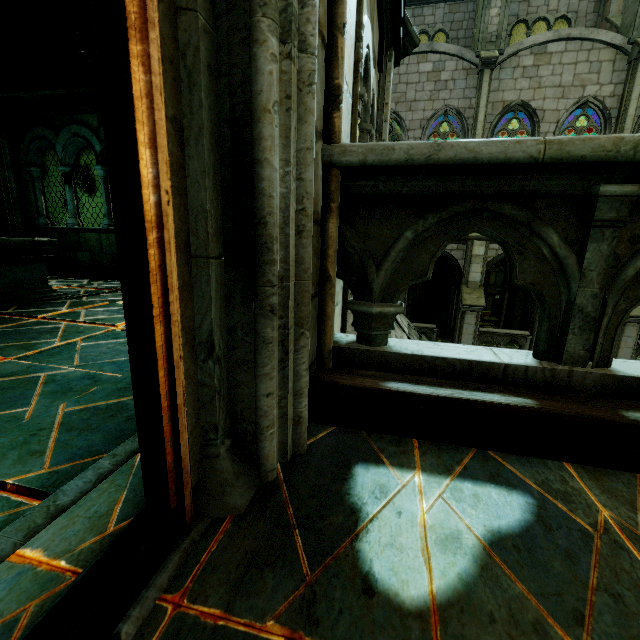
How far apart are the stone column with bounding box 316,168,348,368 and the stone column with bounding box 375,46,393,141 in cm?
342

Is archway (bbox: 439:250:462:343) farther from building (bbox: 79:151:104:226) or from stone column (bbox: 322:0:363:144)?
stone column (bbox: 322:0:363:144)

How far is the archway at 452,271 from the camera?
14.5 meters

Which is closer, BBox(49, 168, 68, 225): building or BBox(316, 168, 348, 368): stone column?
BBox(316, 168, 348, 368): stone column

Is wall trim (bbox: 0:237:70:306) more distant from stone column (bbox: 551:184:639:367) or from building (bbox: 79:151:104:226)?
building (bbox: 79:151:104:226)

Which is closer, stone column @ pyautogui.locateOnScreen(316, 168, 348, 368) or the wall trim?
stone column @ pyautogui.locateOnScreen(316, 168, 348, 368)

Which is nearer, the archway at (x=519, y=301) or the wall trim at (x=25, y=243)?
the wall trim at (x=25, y=243)

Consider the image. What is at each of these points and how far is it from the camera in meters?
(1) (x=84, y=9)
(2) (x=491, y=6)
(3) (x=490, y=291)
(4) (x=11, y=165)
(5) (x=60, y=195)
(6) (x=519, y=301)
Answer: (1) rafter, 5.2
(2) merlon, 14.3
(3) stone column, 31.0
(4) stone column, 7.1
(5) building, 40.5
(6) archway, 16.5
